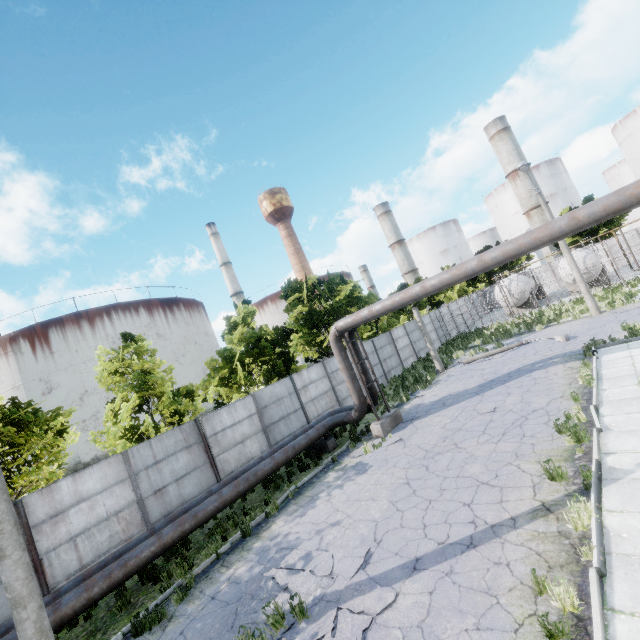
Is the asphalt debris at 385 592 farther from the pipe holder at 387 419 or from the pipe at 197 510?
the pipe holder at 387 419

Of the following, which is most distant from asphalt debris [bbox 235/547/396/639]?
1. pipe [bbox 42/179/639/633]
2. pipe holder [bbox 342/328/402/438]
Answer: pipe holder [bbox 342/328/402/438]

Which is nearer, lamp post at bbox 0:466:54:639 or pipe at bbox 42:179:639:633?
lamp post at bbox 0:466:54:639

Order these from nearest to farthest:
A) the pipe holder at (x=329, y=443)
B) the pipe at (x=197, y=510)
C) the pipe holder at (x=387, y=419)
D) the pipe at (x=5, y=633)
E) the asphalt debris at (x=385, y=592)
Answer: the asphalt debris at (x=385, y=592)
the pipe at (x=5, y=633)
the pipe at (x=197, y=510)
the pipe holder at (x=387, y=419)
the pipe holder at (x=329, y=443)

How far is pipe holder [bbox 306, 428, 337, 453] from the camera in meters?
14.5 m

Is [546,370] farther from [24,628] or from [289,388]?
[24,628]

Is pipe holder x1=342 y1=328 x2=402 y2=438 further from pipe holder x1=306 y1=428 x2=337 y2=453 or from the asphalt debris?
the asphalt debris

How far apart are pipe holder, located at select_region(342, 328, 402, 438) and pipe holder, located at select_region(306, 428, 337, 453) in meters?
1.9
